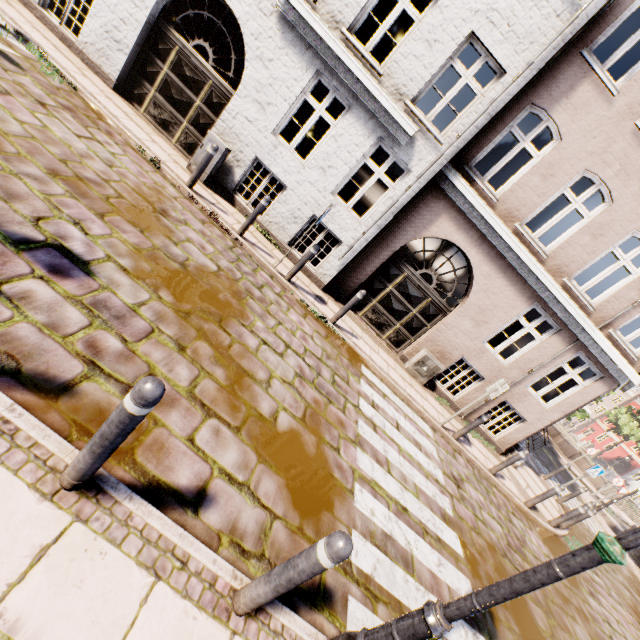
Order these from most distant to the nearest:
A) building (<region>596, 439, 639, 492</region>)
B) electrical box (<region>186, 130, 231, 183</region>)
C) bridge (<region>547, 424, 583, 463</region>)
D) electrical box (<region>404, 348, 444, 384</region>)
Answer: building (<region>596, 439, 639, 492</region>) < bridge (<region>547, 424, 583, 463</region>) < electrical box (<region>404, 348, 444, 384</region>) < electrical box (<region>186, 130, 231, 183</region>)

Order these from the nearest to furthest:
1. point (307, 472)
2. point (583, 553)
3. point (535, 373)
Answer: point (583, 553), point (307, 472), point (535, 373)

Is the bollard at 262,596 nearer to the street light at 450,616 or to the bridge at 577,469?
the street light at 450,616

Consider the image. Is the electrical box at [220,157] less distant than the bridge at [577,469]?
Yes

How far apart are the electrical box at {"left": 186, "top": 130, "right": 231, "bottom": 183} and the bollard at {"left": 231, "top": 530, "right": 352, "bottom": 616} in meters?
8.1

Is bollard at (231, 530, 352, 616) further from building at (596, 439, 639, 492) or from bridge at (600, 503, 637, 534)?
building at (596, 439, 639, 492)

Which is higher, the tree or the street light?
the tree

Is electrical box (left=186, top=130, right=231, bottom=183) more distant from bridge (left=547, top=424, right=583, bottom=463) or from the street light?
bridge (left=547, top=424, right=583, bottom=463)
